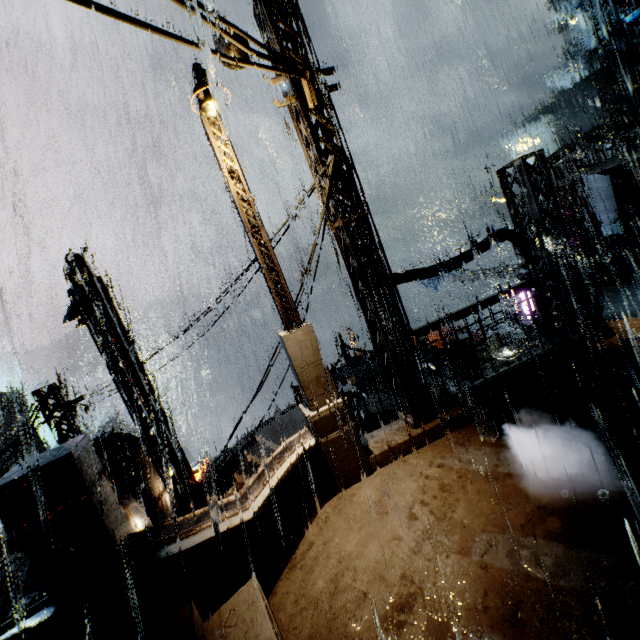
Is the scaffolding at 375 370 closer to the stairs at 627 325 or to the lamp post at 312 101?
the stairs at 627 325

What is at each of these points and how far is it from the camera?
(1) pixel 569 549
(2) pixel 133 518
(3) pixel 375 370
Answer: (1) building, 3.9m
(2) sign, 9.7m
(3) scaffolding, 10.3m

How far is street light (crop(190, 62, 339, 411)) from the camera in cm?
527

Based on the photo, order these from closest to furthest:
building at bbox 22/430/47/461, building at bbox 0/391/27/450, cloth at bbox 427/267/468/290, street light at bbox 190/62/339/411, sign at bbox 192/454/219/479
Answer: street light at bbox 190/62/339/411
sign at bbox 192/454/219/479
cloth at bbox 427/267/468/290
building at bbox 0/391/27/450
building at bbox 22/430/47/461

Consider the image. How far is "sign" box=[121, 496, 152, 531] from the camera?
9.17m

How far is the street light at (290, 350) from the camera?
5.3 meters

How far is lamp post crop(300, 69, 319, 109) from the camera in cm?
600

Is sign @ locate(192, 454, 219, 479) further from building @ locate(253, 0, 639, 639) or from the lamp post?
the lamp post
